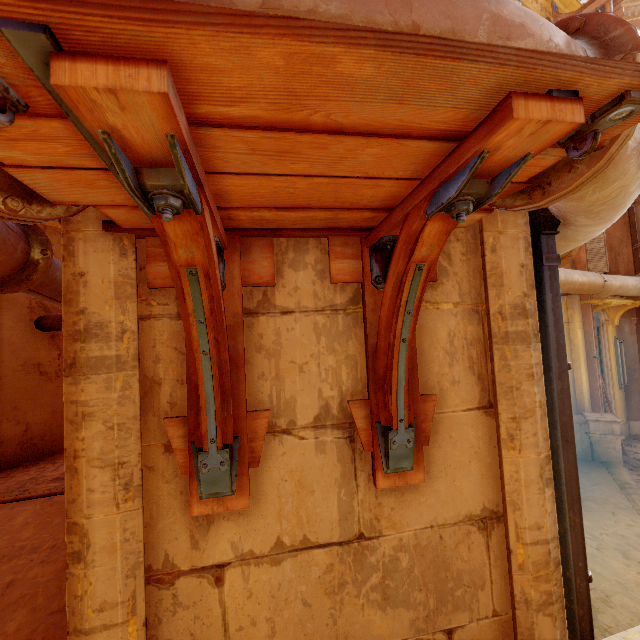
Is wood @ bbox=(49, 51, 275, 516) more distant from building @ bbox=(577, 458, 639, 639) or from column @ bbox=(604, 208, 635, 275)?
column @ bbox=(604, 208, 635, 275)

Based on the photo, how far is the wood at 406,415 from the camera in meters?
0.9

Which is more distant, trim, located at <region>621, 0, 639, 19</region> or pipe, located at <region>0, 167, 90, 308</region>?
trim, located at <region>621, 0, 639, 19</region>

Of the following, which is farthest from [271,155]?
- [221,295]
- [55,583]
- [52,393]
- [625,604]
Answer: [52,393]

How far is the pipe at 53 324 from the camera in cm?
937

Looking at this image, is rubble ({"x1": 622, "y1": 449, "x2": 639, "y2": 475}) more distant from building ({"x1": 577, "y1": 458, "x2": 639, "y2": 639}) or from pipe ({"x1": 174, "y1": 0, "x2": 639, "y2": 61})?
pipe ({"x1": 174, "y1": 0, "x2": 639, "y2": 61})

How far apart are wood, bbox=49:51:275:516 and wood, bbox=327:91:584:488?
0.4 meters

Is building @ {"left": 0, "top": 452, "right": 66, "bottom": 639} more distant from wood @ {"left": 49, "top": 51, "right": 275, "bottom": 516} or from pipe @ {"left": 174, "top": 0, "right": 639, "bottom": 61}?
wood @ {"left": 49, "top": 51, "right": 275, "bottom": 516}
